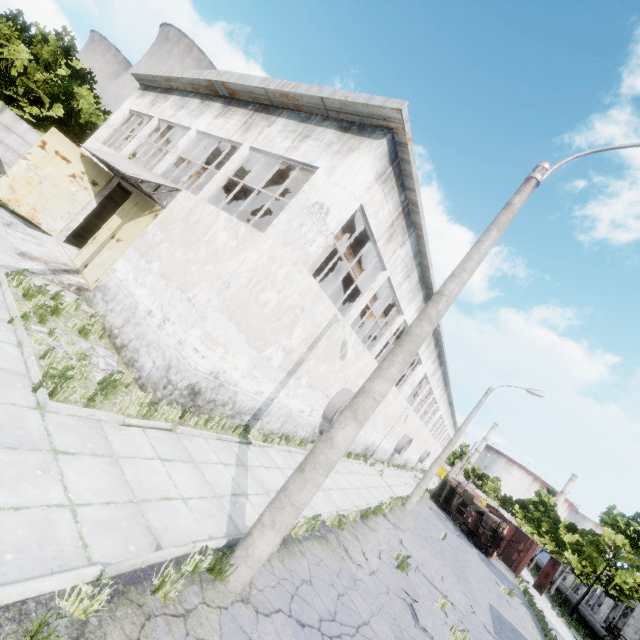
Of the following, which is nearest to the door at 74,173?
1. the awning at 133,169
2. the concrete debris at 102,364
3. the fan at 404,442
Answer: the awning at 133,169

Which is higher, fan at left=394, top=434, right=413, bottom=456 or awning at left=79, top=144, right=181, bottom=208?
awning at left=79, top=144, right=181, bottom=208

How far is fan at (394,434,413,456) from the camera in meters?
29.4

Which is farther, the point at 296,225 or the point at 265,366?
the point at 265,366

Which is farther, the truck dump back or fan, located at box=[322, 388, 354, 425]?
the truck dump back

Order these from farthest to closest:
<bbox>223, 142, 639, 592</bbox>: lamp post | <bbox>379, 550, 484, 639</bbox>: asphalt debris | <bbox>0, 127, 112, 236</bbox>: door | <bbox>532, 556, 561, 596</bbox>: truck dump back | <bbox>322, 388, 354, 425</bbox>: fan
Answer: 1. <bbox>532, 556, 561, 596</bbox>: truck dump back
2. <bbox>322, 388, 354, 425</bbox>: fan
3. <bbox>0, 127, 112, 236</bbox>: door
4. <bbox>379, 550, 484, 639</bbox>: asphalt debris
5. <bbox>223, 142, 639, 592</bbox>: lamp post

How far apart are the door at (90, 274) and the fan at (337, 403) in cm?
997

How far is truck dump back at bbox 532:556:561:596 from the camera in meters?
25.7 m
